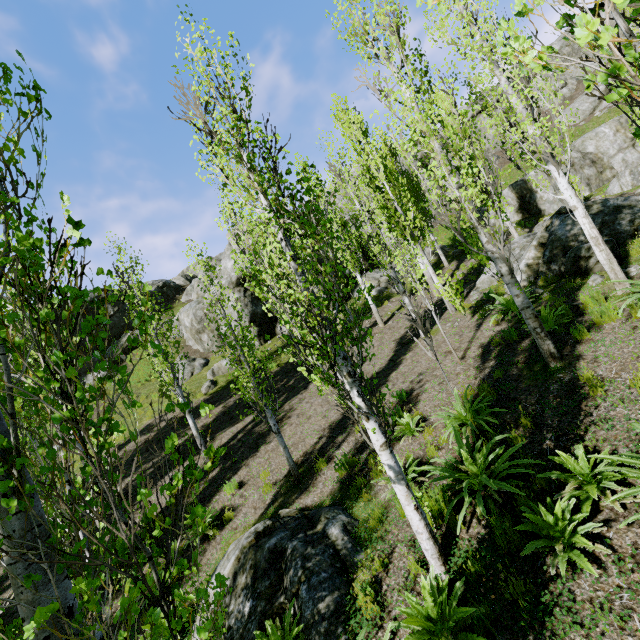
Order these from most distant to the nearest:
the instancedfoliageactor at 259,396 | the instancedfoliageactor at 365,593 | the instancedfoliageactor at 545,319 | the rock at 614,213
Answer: the rock at 614,213
the instancedfoliageactor at 259,396
the instancedfoliageactor at 365,593
the instancedfoliageactor at 545,319

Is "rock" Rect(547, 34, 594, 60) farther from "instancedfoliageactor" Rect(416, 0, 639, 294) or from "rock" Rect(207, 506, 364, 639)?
"rock" Rect(207, 506, 364, 639)

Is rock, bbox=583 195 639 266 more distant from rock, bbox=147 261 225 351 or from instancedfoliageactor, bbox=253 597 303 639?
rock, bbox=147 261 225 351

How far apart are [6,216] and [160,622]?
8.17m

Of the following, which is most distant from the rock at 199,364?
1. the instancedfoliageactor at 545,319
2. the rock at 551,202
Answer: the rock at 551,202

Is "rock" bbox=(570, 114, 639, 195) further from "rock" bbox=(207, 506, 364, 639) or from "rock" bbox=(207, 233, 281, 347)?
"rock" bbox=(207, 506, 364, 639)

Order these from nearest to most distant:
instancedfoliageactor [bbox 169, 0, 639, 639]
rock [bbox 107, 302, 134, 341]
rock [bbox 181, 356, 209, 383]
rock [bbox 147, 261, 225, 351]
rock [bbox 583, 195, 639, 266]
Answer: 1. instancedfoliageactor [bbox 169, 0, 639, 639]
2. rock [bbox 583, 195, 639, 266]
3. rock [bbox 181, 356, 209, 383]
4. rock [bbox 147, 261, 225, 351]
5. rock [bbox 107, 302, 134, 341]
